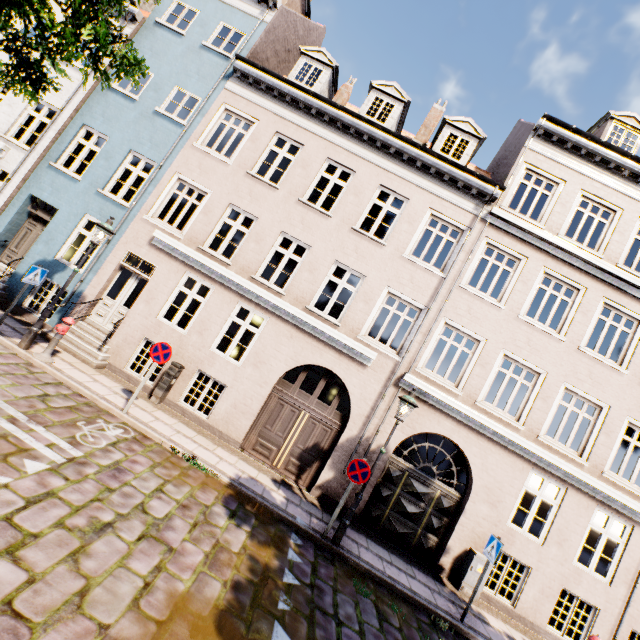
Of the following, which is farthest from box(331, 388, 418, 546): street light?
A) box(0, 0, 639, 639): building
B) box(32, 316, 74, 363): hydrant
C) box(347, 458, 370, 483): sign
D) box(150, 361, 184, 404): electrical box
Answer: box(0, 0, 639, 639): building

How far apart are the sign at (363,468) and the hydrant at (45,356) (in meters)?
7.81

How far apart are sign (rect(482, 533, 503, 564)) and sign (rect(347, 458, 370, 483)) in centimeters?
325cm

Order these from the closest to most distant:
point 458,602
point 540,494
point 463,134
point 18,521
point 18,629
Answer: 1. point 18,629
2. point 18,521
3. point 458,602
4. point 540,494
5. point 463,134

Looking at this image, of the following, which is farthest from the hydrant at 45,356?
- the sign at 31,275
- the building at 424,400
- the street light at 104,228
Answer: the building at 424,400

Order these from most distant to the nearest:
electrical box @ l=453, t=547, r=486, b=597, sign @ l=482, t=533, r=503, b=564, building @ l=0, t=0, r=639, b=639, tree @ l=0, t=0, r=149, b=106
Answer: building @ l=0, t=0, r=639, b=639 < electrical box @ l=453, t=547, r=486, b=597 < sign @ l=482, t=533, r=503, b=564 < tree @ l=0, t=0, r=149, b=106

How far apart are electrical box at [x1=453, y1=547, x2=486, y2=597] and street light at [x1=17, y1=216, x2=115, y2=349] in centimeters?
1280cm

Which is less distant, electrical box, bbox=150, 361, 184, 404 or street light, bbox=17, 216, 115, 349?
street light, bbox=17, 216, 115, 349
